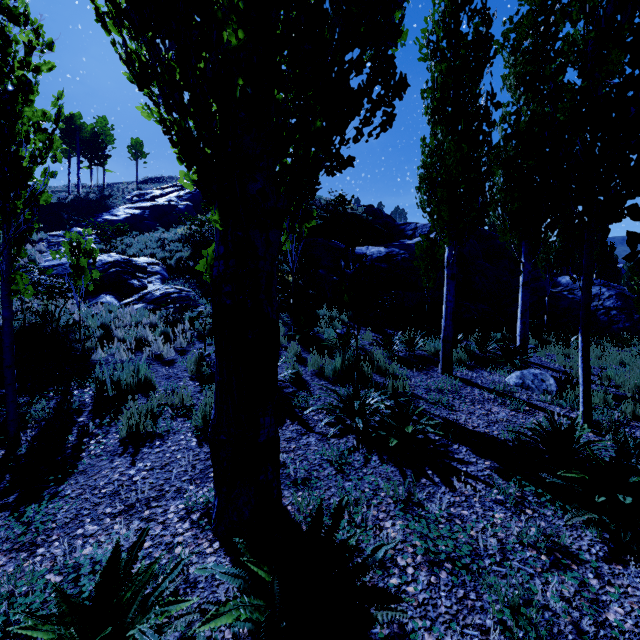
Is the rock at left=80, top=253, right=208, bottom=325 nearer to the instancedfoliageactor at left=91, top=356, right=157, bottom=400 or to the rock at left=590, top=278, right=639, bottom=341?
the instancedfoliageactor at left=91, top=356, right=157, bottom=400

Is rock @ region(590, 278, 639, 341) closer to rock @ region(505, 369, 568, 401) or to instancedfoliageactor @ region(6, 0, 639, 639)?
instancedfoliageactor @ region(6, 0, 639, 639)

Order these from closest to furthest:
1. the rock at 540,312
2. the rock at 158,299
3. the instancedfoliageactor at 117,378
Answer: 1. the instancedfoliageactor at 117,378
2. the rock at 158,299
3. the rock at 540,312

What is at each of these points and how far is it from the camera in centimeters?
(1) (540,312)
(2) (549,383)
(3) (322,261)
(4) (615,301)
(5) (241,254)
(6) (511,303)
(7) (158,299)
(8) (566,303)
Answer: (1) rock, 1427cm
(2) rock, 585cm
(3) rock, 1362cm
(4) rock, 1395cm
(5) instancedfoliageactor, 235cm
(6) rock, 1578cm
(7) rock, 988cm
(8) rock, 1428cm

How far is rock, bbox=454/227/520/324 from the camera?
12.82m

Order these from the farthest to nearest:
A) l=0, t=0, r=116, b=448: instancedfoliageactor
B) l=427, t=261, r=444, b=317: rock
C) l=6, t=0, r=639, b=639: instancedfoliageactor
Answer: l=427, t=261, r=444, b=317: rock
l=0, t=0, r=116, b=448: instancedfoliageactor
l=6, t=0, r=639, b=639: instancedfoliageactor

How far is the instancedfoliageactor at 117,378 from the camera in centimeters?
505cm

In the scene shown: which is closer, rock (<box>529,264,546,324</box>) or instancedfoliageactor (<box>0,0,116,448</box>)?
instancedfoliageactor (<box>0,0,116,448</box>)
